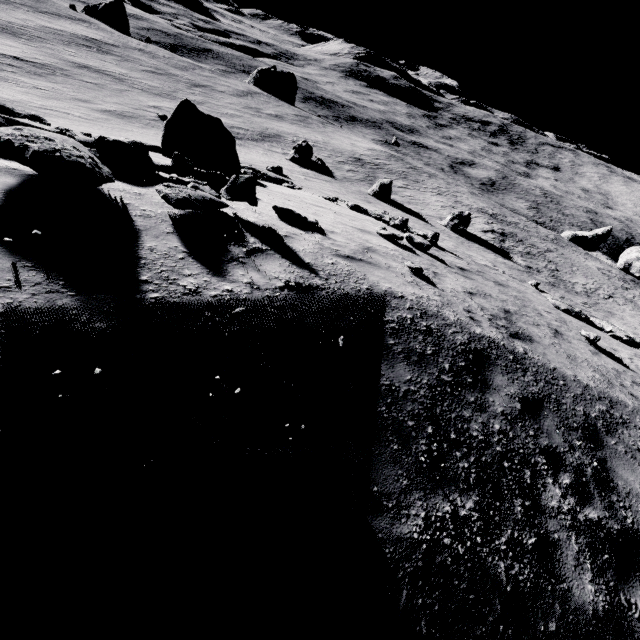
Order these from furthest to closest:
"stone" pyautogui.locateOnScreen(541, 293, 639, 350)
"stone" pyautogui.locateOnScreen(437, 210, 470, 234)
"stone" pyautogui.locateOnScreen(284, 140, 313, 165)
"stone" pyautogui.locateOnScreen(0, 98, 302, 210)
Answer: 1. "stone" pyautogui.locateOnScreen(284, 140, 313, 165)
2. "stone" pyautogui.locateOnScreen(437, 210, 470, 234)
3. "stone" pyautogui.locateOnScreen(541, 293, 639, 350)
4. "stone" pyautogui.locateOnScreen(0, 98, 302, 210)

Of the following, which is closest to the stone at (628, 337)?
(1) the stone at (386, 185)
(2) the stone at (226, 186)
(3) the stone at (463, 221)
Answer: (2) the stone at (226, 186)

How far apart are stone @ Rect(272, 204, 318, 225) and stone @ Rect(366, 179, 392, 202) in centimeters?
2873cm

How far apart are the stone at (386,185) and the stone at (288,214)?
28.73m

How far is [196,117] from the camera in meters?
13.6 m

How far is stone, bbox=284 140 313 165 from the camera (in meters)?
37.75

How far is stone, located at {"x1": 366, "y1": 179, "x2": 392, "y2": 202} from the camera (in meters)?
33.81

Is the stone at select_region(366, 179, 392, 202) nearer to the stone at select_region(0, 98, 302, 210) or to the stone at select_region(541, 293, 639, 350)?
the stone at select_region(541, 293, 639, 350)
